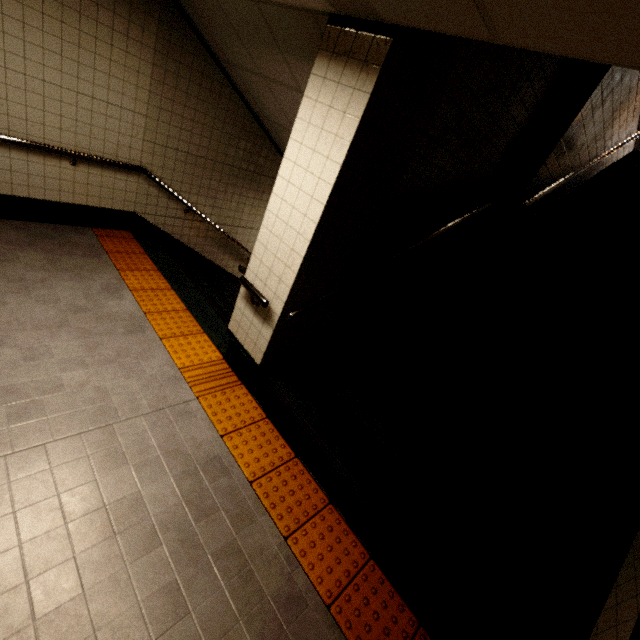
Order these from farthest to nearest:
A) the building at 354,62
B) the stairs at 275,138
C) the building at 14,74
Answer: the stairs at 275,138 < the building at 14,74 < the building at 354,62

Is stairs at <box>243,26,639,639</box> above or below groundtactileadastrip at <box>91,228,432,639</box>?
above

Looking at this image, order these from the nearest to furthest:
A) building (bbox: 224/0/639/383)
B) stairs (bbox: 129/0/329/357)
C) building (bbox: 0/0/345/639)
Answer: building (bbox: 224/0/639/383) < building (bbox: 0/0/345/639) < stairs (bbox: 129/0/329/357)

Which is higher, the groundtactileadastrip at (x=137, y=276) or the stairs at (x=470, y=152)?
the stairs at (x=470, y=152)

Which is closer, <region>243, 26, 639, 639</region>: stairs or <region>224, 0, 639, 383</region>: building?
<region>224, 0, 639, 383</region>: building

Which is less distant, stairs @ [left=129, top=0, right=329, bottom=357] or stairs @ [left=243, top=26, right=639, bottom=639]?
stairs @ [left=243, top=26, right=639, bottom=639]

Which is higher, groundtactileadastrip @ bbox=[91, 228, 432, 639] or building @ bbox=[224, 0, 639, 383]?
building @ bbox=[224, 0, 639, 383]

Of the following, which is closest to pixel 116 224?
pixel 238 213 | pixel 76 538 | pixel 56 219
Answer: pixel 56 219
